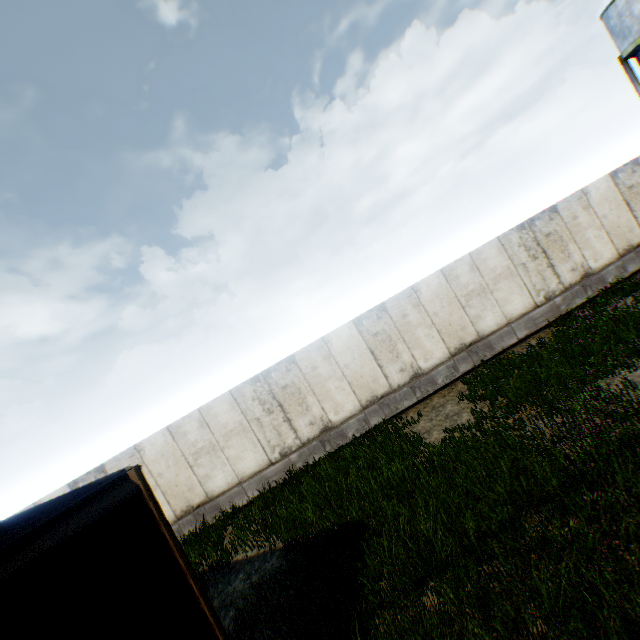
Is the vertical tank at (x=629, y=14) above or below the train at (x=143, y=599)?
above

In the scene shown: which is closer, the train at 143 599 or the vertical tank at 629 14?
the train at 143 599

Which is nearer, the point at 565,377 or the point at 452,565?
the point at 452,565

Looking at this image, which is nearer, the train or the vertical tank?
the train

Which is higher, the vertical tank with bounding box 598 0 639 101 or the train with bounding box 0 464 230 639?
the vertical tank with bounding box 598 0 639 101
